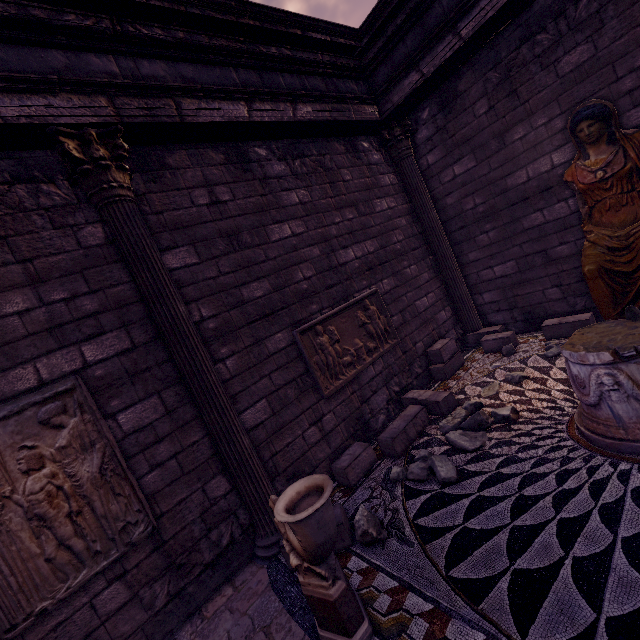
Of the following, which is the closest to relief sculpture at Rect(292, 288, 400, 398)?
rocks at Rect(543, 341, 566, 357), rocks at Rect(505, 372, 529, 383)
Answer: rocks at Rect(505, 372, 529, 383)

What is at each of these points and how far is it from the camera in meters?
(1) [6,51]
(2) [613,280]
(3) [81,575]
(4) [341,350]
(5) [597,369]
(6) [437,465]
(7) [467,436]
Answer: (1) entablature, 2.9
(2) sculpture, 4.3
(3) relief sculpture, 2.8
(4) relief sculpture, 5.0
(5) column base, 2.8
(6) rocks, 3.5
(7) rocks, 3.9

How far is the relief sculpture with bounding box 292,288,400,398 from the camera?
4.6m

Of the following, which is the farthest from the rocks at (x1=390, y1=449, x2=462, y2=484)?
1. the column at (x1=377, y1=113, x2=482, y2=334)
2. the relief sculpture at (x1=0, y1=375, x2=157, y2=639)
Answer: the column at (x1=377, y1=113, x2=482, y2=334)

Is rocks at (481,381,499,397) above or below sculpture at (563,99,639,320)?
→ below

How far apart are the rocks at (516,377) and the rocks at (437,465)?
1.37m

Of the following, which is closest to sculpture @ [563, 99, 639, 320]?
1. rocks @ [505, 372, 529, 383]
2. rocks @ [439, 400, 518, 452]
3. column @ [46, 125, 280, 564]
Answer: rocks @ [505, 372, 529, 383]

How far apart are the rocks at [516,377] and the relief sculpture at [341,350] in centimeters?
155cm
